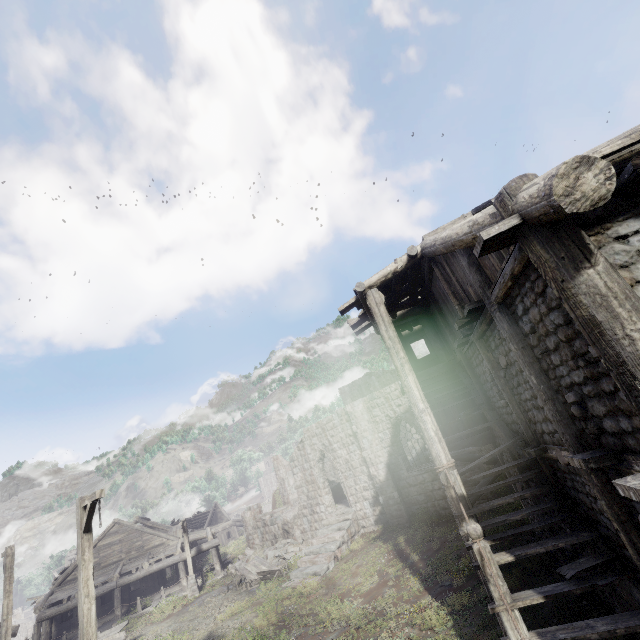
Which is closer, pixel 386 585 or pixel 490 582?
pixel 490 582

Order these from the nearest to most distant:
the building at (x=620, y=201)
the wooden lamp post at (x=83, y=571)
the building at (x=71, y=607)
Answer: the building at (x=620, y=201) < the wooden lamp post at (x=83, y=571) < the building at (x=71, y=607)

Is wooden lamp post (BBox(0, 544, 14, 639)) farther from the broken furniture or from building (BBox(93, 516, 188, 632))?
the broken furniture

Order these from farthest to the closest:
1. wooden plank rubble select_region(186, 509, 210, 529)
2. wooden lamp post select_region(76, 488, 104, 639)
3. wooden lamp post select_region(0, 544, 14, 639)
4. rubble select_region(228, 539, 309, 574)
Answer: wooden plank rubble select_region(186, 509, 210, 529) < rubble select_region(228, 539, 309, 574) < wooden lamp post select_region(0, 544, 14, 639) < wooden lamp post select_region(76, 488, 104, 639)

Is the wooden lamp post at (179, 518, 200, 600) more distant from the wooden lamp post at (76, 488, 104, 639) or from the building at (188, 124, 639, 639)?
the wooden lamp post at (76, 488, 104, 639)

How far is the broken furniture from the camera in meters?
18.9 m

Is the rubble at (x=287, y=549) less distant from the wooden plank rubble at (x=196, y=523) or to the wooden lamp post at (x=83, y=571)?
the wooden lamp post at (x=83, y=571)

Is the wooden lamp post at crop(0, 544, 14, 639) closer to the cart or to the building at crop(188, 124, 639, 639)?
the cart
